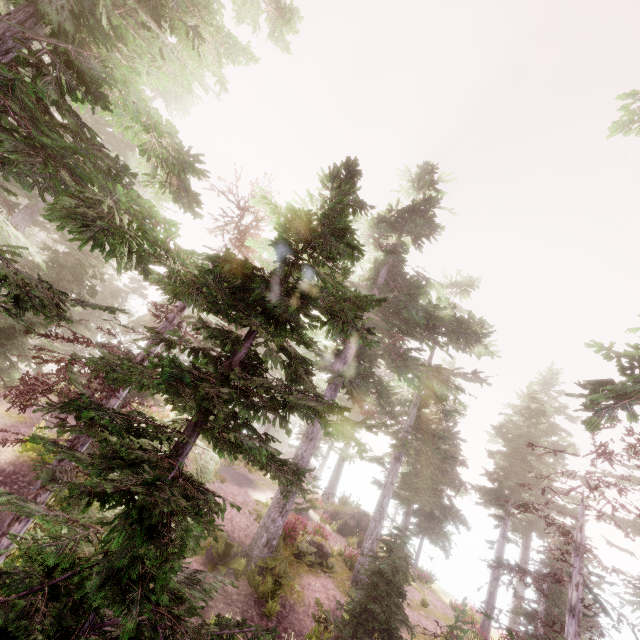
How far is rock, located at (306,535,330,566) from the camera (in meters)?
16.72

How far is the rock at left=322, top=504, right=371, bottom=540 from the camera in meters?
25.0

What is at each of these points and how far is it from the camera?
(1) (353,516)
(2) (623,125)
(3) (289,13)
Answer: (1) rock, 26.20m
(2) instancedfoliageactor, 9.11m
(3) instancedfoliageactor, 7.80m

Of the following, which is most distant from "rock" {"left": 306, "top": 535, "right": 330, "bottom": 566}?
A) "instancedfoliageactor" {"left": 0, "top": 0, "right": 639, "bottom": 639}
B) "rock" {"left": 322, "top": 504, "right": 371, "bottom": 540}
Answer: "rock" {"left": 322, "top": 504, "right": 371, "bottom": 540}

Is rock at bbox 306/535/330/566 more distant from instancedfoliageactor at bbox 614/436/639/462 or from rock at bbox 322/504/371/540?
rock at bbox 322/504/371/540

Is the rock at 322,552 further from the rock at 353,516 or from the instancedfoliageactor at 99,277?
the rock at 353,516

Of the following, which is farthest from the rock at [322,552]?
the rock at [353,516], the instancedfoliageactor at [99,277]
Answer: the rock at [353,516]
